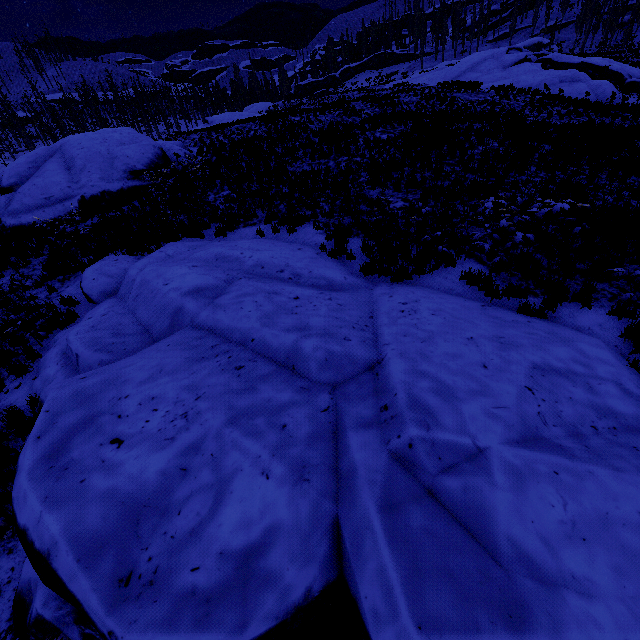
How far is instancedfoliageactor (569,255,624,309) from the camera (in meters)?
6.29

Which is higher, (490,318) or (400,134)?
(400,134)

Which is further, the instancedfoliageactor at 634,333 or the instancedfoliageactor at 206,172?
the instancedfoliageactor at 206,172

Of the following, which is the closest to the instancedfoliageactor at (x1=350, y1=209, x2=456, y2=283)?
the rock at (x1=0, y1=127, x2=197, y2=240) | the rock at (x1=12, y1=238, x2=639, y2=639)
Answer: the rock at (x1=12, y1=238, x2=639, y2=639)

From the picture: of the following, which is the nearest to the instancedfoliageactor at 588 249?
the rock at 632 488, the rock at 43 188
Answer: the rock at 632 488

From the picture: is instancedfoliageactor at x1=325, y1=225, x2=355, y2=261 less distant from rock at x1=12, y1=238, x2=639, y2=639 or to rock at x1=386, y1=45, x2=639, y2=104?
rock at x1=12, y1=238, x2=639, y2=639

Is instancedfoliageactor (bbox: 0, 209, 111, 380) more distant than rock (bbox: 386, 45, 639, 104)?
No

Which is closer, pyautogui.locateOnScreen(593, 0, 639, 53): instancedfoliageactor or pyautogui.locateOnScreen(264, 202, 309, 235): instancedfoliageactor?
pyautogui.locateOnScreen(264, 202, 309, 235): instancedfoliageactor
